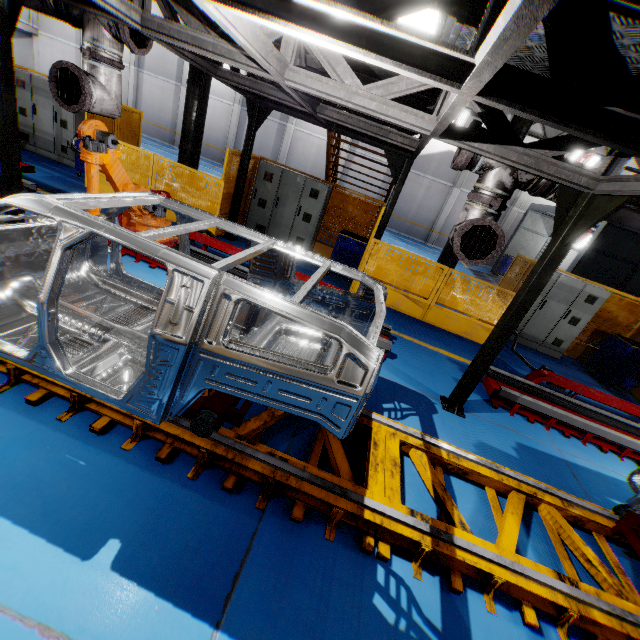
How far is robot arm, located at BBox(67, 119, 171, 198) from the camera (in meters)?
4.40

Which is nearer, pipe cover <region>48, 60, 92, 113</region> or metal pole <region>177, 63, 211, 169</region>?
pipe cover <region>48, 60, 92, 113</region>

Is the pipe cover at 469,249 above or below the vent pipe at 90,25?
below

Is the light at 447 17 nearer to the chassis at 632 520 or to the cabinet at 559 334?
the chassis at 632 520

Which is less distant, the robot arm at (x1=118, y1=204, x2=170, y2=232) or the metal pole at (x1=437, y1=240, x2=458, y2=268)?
the robot arm at (x1=118, y1=204, x2=170, y2=232)

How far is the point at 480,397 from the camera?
5.8m

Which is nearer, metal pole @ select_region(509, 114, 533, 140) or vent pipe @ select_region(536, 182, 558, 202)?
vent pipe @ select_region(536, 182, 558, 202)

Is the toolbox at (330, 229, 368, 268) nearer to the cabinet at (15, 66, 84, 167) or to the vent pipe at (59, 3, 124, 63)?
the vent pipe at (59, 3, 124, 63)
